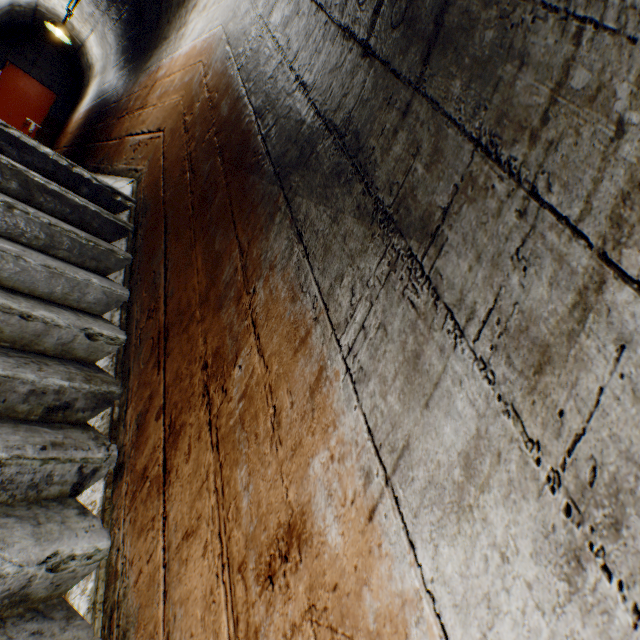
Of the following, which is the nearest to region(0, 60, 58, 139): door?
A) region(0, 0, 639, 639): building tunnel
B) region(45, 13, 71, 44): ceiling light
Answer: region(0, 0, 639, 639): building tunnel

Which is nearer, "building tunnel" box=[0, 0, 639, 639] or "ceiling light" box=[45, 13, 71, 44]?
"building tunnel" box=[0, 0, 639, 639]

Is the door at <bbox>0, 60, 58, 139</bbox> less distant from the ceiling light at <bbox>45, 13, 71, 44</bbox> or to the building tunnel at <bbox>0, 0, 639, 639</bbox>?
the building tunnel at <bbox>0, 0, 639, 639</bbox>

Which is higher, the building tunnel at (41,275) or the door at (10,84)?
the door at (10,84)

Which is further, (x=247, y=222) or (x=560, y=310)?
(x=247, y=222)

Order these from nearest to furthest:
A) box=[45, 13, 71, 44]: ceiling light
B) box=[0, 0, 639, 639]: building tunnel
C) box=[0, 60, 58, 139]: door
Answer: box=[0, 0, 639, 639]: building tunnel, box=[45, 13, 71, 44]: ceiling light, box=[0, 60, 58, 139]: door

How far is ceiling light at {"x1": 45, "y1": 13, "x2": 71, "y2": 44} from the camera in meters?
6.2 m

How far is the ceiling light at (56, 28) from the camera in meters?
6.2 m
